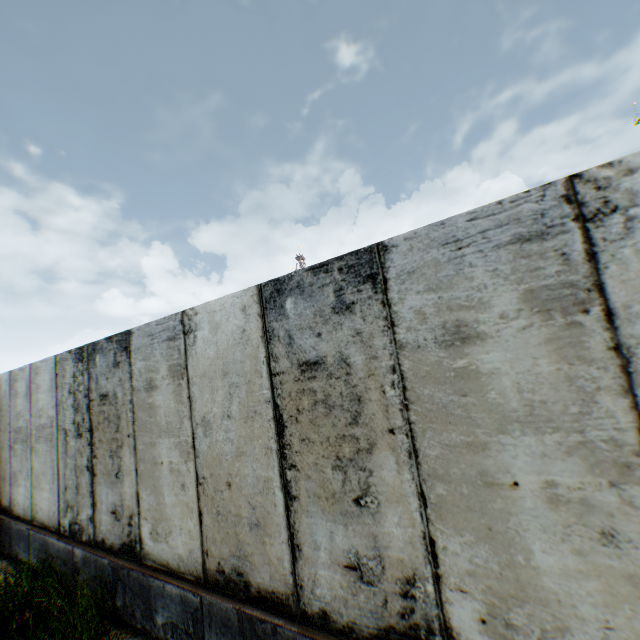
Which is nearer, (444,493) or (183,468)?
(444,493)
